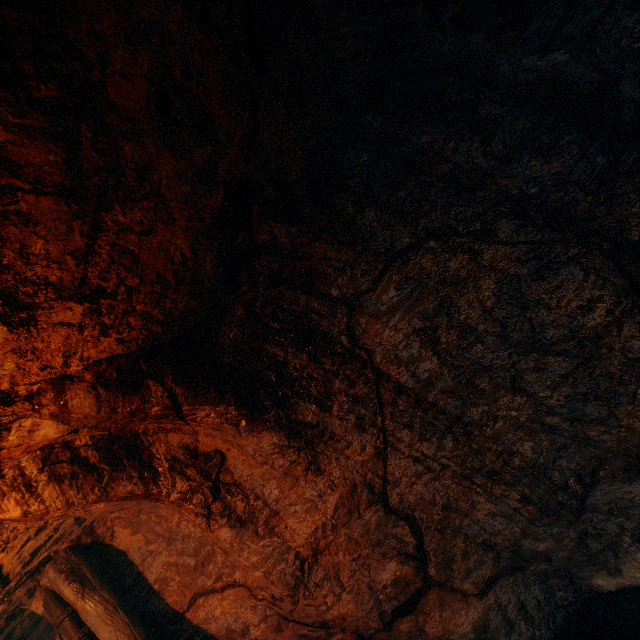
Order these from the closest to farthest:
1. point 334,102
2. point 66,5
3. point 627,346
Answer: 1. point 66,5
2. point 627,346
3. point 334,102
